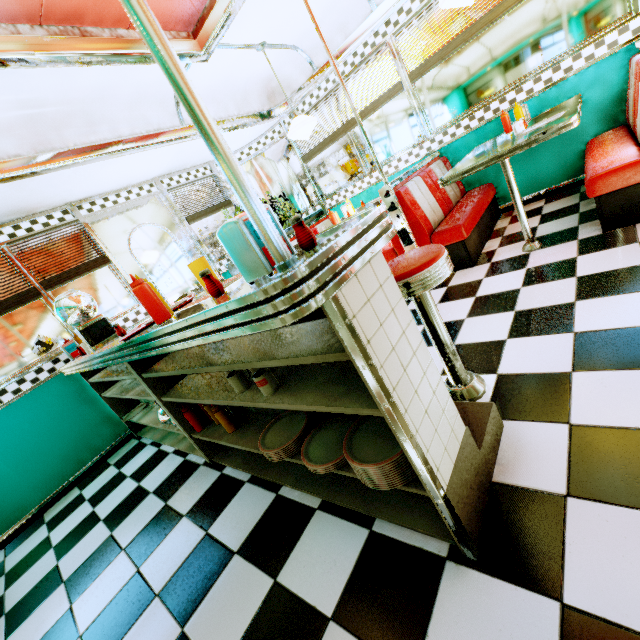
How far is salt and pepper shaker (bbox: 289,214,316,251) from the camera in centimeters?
93cm

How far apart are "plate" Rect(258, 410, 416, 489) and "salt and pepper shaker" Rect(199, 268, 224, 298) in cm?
84

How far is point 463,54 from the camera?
3.6 meters

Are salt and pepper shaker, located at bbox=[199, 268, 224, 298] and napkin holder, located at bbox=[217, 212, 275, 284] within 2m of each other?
yes

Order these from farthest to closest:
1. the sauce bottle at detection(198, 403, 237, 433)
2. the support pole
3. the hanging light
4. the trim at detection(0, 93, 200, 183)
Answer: the hanging light
the trim at detection(0, 93, 200, 183)
the sauce bottle at detection(198, 403, 237, 433)
the support pole

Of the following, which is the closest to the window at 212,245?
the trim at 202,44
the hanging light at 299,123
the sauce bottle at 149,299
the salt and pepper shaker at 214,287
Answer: the trim at 202,44

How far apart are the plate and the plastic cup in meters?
0.8 m

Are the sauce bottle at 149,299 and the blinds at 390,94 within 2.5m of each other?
no
